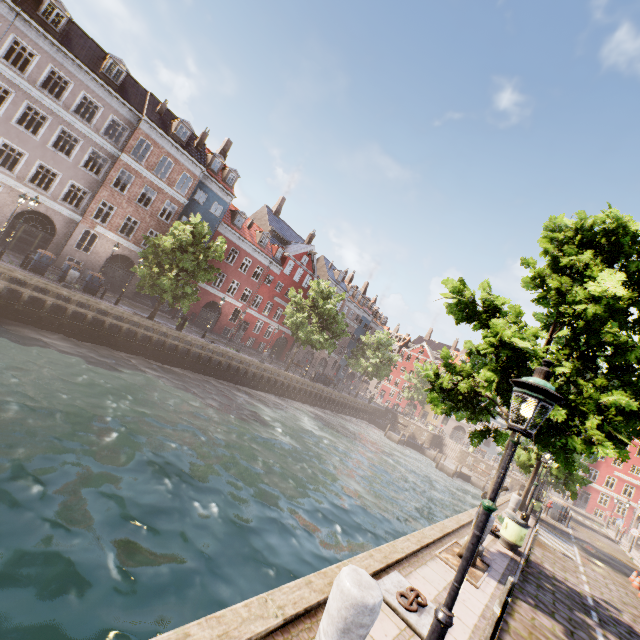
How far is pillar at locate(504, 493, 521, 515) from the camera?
16.5m

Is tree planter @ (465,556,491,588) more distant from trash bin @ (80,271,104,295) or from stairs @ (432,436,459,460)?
stairs @ (432,436,459,460)

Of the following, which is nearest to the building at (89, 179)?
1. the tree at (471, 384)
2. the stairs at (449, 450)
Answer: the tree at (471, 384)

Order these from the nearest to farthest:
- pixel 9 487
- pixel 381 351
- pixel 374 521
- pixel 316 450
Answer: pixel 9 487
pixel 374 521
pixel 316 450
pixel 381 351

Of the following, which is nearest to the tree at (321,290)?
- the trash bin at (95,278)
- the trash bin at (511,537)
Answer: the trash bin at (95,278)

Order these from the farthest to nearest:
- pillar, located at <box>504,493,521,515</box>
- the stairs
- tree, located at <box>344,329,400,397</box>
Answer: the stairs → tree, located at <box>344,329,400,397</box> → pillar, located at <box>504,493,521,515</box>

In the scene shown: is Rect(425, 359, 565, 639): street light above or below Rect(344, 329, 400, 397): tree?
below

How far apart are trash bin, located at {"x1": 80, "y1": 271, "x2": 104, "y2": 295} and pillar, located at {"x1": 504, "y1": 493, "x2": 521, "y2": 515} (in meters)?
27.19
